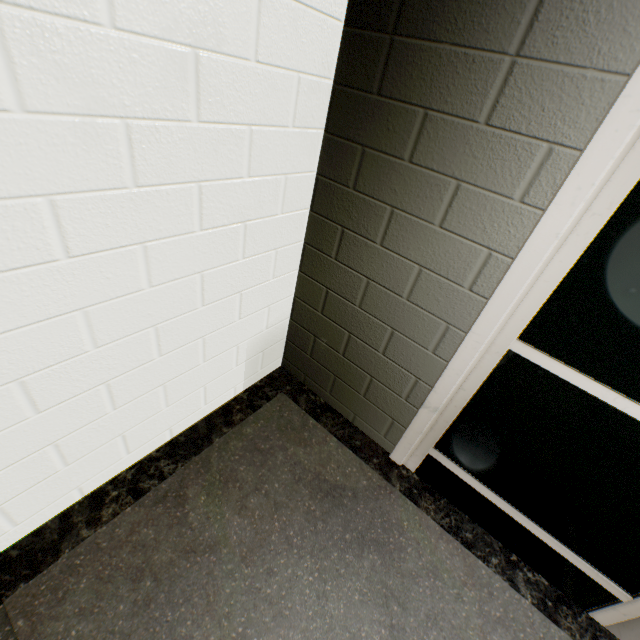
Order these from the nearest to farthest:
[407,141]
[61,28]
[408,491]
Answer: [61,28], [407,141], [408,491]
